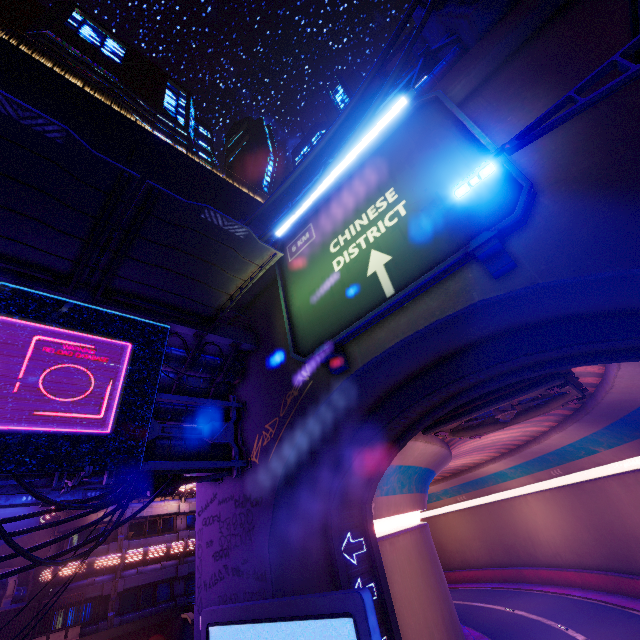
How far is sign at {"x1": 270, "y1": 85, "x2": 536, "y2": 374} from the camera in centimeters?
722cm

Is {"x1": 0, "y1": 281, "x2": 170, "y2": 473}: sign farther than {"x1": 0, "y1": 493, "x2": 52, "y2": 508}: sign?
No

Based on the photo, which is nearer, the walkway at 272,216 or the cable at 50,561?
Answer: the cable at 50,561

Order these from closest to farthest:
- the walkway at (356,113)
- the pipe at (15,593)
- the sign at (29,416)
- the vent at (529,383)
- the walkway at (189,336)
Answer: the sign at (29,416)
the walkway at (189,336)
the vent at (529,383)
the pipe at (15,593)
the walkway at (356,113)

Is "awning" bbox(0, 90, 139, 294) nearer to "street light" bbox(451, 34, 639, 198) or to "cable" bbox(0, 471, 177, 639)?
"cable" bbox(0, 471, 177, 639)

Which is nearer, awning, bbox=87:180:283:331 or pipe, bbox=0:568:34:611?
awning, bbox=87:180:283:331

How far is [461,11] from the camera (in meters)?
9.23

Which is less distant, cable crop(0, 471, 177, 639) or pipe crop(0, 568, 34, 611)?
cable crop(0, 471, 177, 639)
